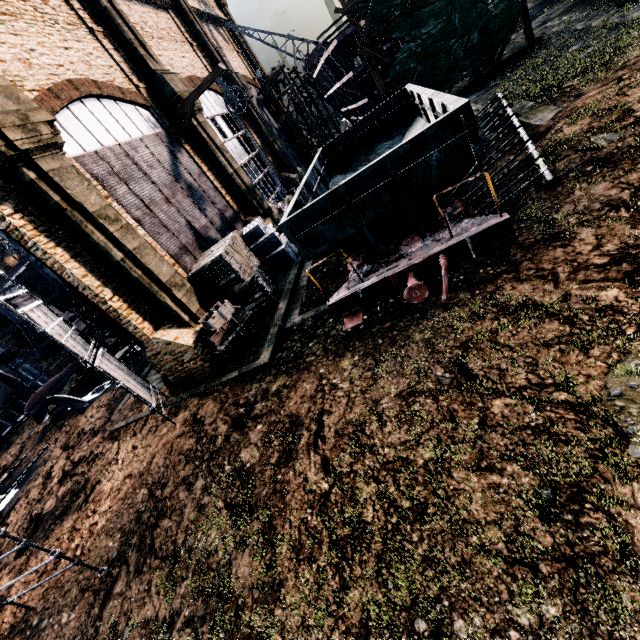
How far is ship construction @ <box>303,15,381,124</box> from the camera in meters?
21.0

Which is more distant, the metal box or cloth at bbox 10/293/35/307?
cloth at bbox 10/293/35/307

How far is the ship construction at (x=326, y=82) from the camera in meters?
21.0 m

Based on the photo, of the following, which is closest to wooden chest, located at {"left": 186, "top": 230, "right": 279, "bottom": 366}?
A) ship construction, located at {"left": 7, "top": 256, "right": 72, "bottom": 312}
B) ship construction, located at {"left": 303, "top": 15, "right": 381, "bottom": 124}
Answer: ship construction, located at {"left": 7, "top": 256, "right": 72, "bottom": 312}

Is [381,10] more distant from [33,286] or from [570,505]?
[33,286]

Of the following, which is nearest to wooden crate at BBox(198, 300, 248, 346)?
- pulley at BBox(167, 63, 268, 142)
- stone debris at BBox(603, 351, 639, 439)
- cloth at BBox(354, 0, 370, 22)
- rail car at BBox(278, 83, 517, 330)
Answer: rail car at BBox(278, 83, 517, 330)

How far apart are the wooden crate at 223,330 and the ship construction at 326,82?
25.32m

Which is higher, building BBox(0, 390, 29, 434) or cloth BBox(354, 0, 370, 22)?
cloth BBox(354, 0, 370, 22)
